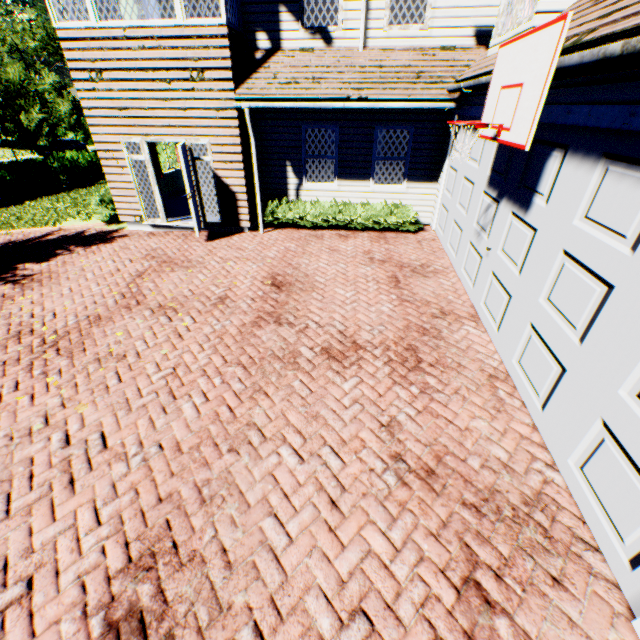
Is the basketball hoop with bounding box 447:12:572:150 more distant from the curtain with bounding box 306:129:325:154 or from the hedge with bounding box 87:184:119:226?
the hedge with bounding box 87:184:119:226

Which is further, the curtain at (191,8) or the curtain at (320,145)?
the curtain at (320,145)

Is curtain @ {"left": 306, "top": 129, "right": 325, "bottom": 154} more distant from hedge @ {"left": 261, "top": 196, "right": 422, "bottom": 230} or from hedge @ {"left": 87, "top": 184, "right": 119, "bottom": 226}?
hedge @ {"left": 87, "top": 184, "right": 119, "bottom": 226}

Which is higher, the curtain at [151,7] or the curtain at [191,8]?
the curtain at [151,7]

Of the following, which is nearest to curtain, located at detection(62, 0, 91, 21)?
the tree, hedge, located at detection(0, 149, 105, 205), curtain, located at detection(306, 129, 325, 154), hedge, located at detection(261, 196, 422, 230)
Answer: curtain, located at detection(306, 129, 325, 154)

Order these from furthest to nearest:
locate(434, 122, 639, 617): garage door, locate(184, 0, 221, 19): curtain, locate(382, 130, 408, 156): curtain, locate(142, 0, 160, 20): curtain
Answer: locate(142, 0, 160, 20): curtain → locate(382, 130, 408, 156): curtain → locate(184, 0, 221, 19): curtain → locate(434, 122, 639, 617): garage door

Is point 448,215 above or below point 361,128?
below

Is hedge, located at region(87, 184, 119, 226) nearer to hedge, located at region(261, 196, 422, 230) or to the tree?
hedge, located at region(261, 196, 422, 230)
